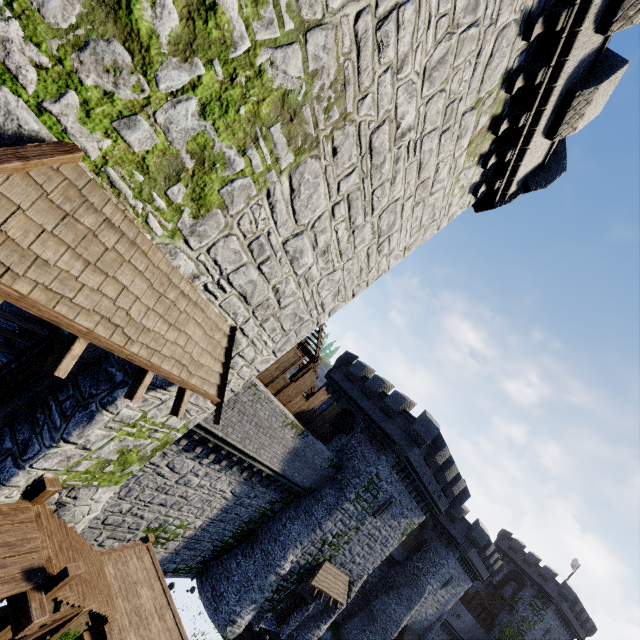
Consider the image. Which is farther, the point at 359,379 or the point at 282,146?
the point at 359,379

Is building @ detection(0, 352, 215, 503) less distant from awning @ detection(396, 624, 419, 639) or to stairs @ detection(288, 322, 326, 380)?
stairs @ detection(288, 322, 326, 380)

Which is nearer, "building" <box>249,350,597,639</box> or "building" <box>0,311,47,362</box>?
"building" <box>0,311,47,362</box>

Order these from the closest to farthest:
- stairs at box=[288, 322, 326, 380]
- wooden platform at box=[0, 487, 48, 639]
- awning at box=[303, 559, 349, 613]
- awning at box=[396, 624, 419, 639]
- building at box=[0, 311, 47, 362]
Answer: wooden platform at box=[0, 487, 48, 639] < building at box=[0, 311, 47, 362] < stairs at box=[288, 322, 326, 380] < awning at box=[303, 559, 349, 613] < awning at box=[396, 624, 419, 639]

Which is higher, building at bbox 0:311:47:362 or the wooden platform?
building at bbox 0:311:47:362

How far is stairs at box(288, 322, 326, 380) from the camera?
15.84m

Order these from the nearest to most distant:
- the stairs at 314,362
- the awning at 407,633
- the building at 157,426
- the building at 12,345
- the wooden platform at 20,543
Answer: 1. the wooden platform at 20,543
2. the building at 157,426
3. the building at 12,345
4. the stairs at 314,362
5. the awning at 407,633

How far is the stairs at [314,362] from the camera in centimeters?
1584cm
